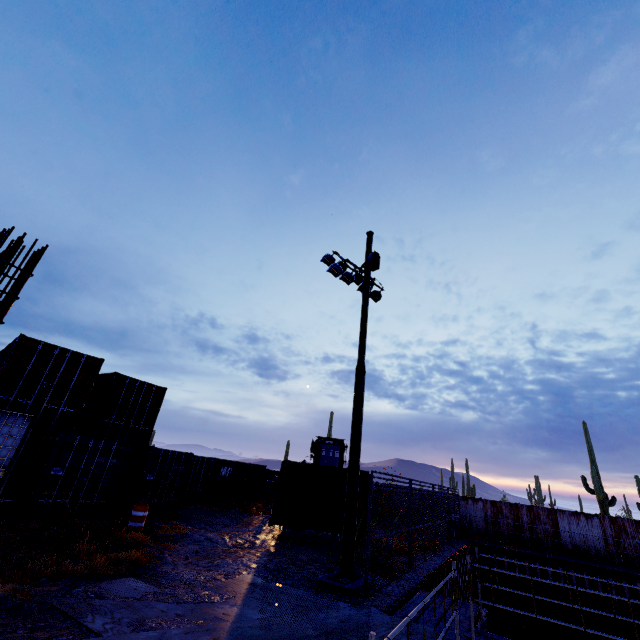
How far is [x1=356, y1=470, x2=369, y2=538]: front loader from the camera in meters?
12.2

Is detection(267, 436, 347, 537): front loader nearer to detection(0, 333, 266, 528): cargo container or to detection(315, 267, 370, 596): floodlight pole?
detection(315, 267, 370, 596): floodlight pole

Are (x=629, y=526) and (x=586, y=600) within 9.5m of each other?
yes

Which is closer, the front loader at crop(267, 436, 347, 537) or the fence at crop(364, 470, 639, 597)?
the fence at crop(364, 470, 639, 597)

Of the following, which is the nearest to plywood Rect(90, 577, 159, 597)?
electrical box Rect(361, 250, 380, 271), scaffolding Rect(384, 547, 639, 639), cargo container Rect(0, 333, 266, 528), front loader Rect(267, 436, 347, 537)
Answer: scaffolding Rect(384, 547, 639, 639)

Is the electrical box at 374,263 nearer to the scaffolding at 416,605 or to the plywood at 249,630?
the scaffolding at 416,605

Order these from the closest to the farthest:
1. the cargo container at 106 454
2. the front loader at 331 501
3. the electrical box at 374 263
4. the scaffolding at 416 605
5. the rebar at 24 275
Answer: the scaffolding at 416 605 < the rebar at 24 275 < the cargo container at 106 454 < the electrical box at 374 263 < the front loader at 331 501

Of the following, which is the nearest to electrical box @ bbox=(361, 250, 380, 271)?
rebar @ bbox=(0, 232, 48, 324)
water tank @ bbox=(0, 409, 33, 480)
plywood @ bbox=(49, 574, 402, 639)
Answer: rebar @ bbox=(0, 232, 48, 324)
